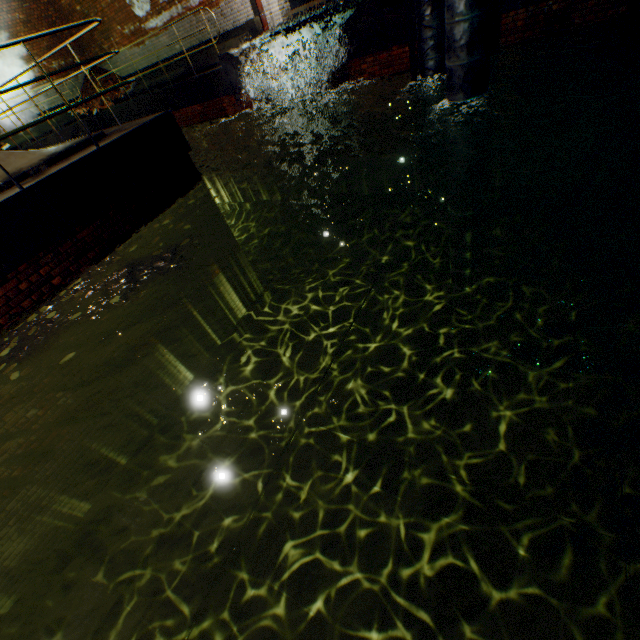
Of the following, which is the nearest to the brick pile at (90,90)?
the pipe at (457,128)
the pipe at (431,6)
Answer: the pipe at (431,6)

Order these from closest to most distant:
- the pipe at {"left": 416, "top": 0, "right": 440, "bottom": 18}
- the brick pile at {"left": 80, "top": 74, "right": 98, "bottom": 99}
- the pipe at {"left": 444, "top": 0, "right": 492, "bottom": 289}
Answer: the pipe at {"left": 444, "top": 0, "right": 492, "bottom": 289} → the pipe at {"left": 416, "top": 0, "right": 440, "bottom": 18} → the brick pile at {"left": 80, "top": 74, "right": 98, "bottom": 99}

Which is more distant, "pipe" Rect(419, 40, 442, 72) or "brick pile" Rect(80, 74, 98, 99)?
"brick pile" Rect(80, 74, 98, 99)

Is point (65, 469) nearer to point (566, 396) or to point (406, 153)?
point (566, 396)

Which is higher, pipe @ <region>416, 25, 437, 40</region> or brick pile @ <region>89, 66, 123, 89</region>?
brick pile @ <region>89, 66, 123, 89</region>

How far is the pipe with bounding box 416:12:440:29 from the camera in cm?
597

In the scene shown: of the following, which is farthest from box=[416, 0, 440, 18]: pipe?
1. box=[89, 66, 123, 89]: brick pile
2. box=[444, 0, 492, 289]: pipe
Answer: box=[89, 66, 123, 89]: brick pile
